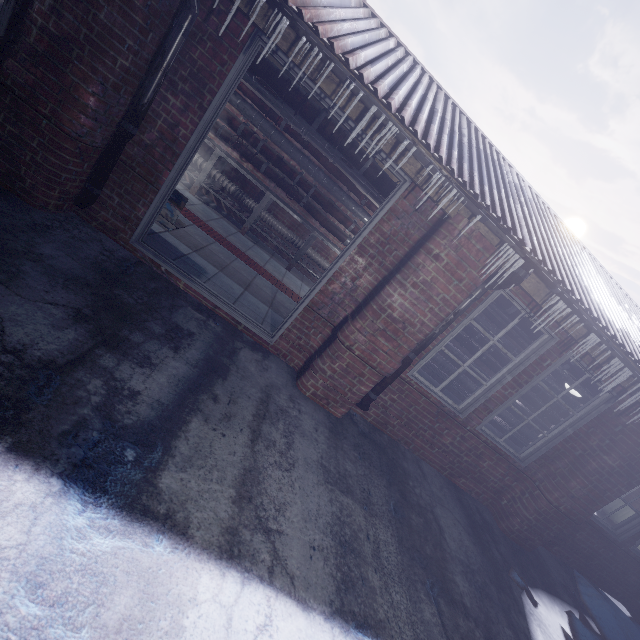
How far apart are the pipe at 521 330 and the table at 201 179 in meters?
1.0 m

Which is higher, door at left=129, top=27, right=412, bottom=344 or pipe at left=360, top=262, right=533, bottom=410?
pipe at left=360, top=262, right=533, bottom=410

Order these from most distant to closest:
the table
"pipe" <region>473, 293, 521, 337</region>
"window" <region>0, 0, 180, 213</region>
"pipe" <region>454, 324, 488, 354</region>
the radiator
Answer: the radiator → "pipe" <region>454, 324, 488, 354</region> → the table → "pipe" <region>473, 293, 521, 337</region> → "window" <region>0, 0, 180, 213</region>

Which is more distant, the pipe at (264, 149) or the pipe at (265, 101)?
the pipe at (264, 149)

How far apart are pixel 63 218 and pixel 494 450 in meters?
5.0 m

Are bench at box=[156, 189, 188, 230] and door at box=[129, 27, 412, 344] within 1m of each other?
yes

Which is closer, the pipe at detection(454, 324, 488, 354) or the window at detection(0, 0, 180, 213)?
the window at detection(0, 0, 180, 213)

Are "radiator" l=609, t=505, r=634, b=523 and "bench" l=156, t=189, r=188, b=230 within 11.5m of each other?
no
